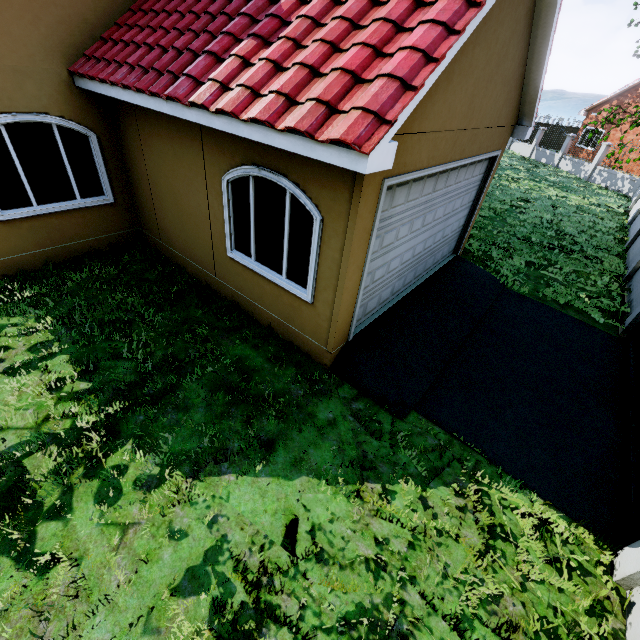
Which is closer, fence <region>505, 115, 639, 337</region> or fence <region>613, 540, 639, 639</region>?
fence <region>613, 540, 639, 639</region>

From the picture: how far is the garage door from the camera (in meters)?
3.91

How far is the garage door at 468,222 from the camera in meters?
3.9 m

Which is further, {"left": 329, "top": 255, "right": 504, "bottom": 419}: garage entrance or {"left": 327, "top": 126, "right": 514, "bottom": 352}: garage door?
{"left": 329, "top": 255, "right": 504, "bottom": 419}: garage entrance

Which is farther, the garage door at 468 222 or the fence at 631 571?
the garage door at 468 222

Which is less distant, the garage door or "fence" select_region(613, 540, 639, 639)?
"fence" select_region(613, 540, 639, 639)

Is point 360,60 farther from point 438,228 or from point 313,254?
point 438,228

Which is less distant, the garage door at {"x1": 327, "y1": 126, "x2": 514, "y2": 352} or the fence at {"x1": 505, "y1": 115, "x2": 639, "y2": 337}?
the garage door at {"x1": 327, "y1": 126, "x2": 514, "y2": 352}
